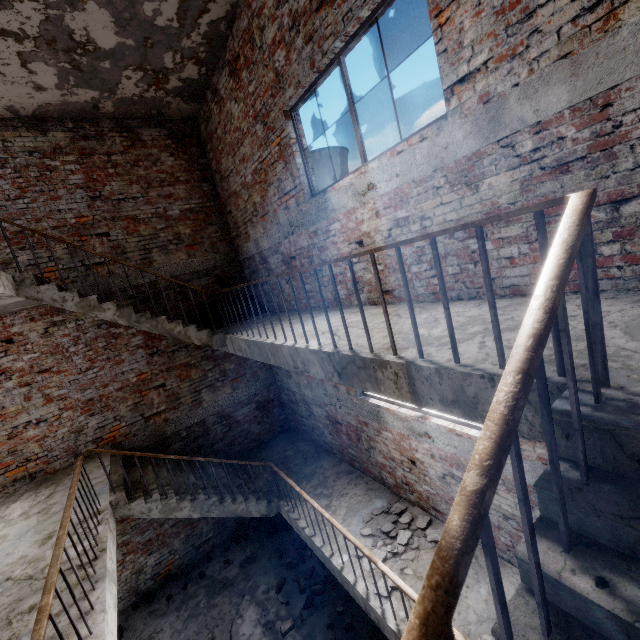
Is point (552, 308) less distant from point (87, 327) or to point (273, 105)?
point (273, 105)

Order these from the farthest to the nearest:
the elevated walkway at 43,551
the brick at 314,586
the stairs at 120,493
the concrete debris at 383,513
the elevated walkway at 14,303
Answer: the brick at 314,586, the concrete debris at 383,513, the elevated walkway at 14,303, the elevated walkway at 43,551, the stairs at 120,493

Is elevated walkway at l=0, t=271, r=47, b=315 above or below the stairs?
above

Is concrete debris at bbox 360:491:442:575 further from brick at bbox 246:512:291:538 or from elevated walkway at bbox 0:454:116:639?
brick at bbox 246:512:291:538

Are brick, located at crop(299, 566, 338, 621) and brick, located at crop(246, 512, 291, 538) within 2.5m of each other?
yes

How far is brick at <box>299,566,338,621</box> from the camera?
5.83m

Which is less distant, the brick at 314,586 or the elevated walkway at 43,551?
the elevated walkway at 43,551

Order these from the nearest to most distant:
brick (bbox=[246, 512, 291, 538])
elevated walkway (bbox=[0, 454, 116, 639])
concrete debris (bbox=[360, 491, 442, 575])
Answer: elevated walkway (bbox=[0, 454, 116, 639])
concrete debris (bbox=[360, 491, 442, 575])
brick (bbox=[246, 512, 291, 538])
